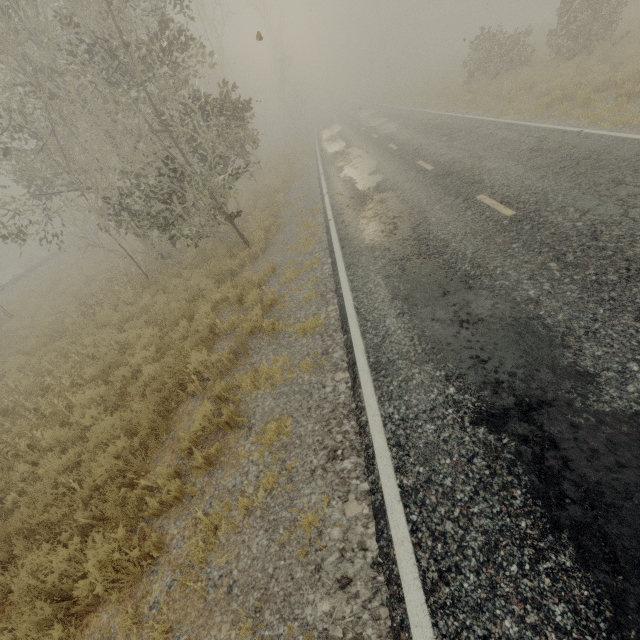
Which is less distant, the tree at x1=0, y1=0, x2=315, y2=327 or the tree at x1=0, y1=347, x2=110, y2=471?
the tree at x1=0, y1=347, x2=110, y2=471

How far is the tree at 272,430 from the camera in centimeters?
451cm

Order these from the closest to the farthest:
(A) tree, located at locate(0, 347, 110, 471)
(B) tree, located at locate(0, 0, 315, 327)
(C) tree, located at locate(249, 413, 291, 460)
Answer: (C) tree, located at locate(249, 413, 291, 460), (A) tree, located at locate(0, 347, 110, 471), (B) tree, located at locate(0, 0, 315, 327)

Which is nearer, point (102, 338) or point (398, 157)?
point (102, 338)

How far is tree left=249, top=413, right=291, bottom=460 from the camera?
4.5 meters

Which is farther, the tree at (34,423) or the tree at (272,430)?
the tree at (34,423)
